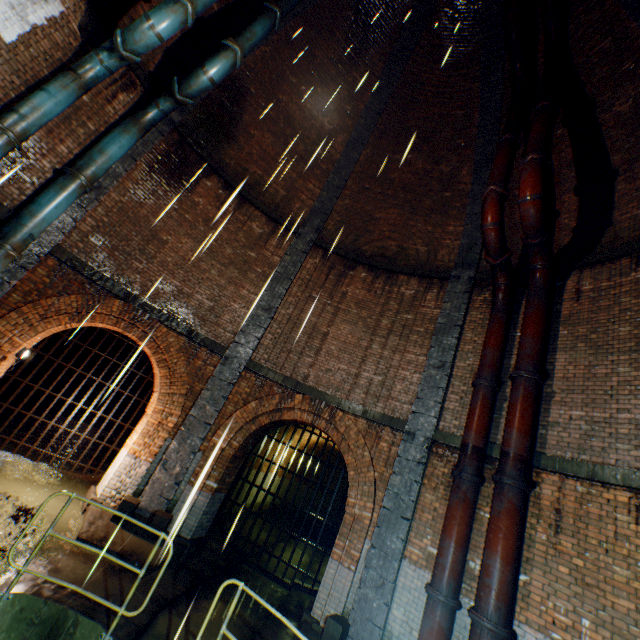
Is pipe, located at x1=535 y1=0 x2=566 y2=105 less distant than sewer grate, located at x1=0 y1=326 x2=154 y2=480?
Yes

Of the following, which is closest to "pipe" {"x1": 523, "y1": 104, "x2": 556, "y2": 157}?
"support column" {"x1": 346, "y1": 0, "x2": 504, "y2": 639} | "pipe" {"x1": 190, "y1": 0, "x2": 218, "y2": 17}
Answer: "support column" {"x1": 346, "y1": 0, "x2": 504, "y2": 639}

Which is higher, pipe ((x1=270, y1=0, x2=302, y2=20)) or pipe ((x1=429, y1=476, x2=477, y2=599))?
pipe ((x1=270, y1=0, x2=302, y2=20))

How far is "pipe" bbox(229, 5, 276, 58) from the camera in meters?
7.9

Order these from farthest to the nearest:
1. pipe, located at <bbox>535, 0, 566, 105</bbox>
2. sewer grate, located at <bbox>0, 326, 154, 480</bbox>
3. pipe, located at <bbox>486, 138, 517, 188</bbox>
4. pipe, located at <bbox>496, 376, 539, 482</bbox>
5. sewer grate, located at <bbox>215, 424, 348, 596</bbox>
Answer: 1. sewer grate, located at <bbox>215, 424, 348, 596</bbox>
2. sewer grate, located at <bbox>0, 326, 154, 480</bbox>
3. pipe, located at <bbox>535, 0, 566, 105</bbox>
4. pipe, located at <bbox>486, 138, 517, 188</bbox>
5. pipe, located at <bbox>496, 376, 539, 482</bbox>

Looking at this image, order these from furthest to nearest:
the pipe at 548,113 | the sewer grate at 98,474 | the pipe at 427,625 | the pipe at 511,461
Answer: the sewer grate at 98,474
the pipe at 548,113
the pipe at 511,461
the pipe at 427,625

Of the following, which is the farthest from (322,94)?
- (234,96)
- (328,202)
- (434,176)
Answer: (434,176)

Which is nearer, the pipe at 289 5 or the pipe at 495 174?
the pipe at 495 174
